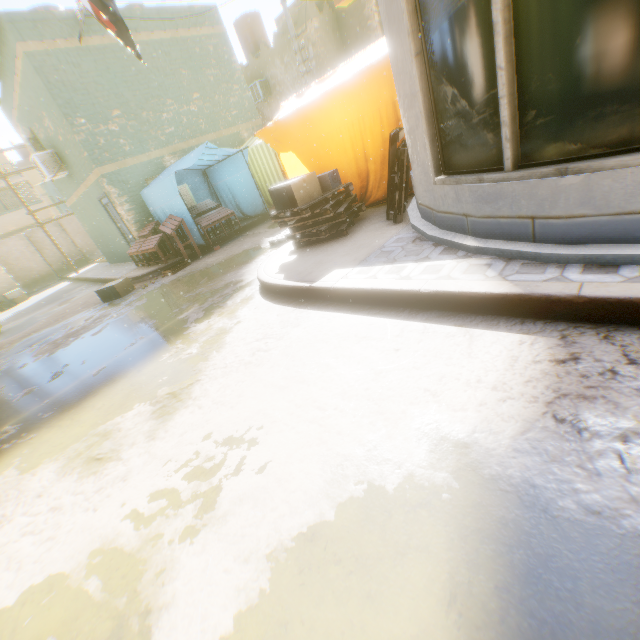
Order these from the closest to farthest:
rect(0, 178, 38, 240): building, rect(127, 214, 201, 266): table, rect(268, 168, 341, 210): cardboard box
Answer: rect(268, 168, 341, 210): cardboard box
rect(127, 214, 201, 266): table
rect(0, 178, 38, 240): building

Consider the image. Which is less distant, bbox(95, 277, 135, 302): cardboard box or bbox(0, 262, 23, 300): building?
bbox(95, 277, 135, 302): cardboard box

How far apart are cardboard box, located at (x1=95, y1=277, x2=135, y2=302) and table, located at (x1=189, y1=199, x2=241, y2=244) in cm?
233

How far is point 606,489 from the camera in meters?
1.3

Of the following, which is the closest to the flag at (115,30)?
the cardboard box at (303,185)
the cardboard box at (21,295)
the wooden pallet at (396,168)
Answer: the wooden pallet at (396,168)

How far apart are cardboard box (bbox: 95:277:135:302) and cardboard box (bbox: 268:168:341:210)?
3.9 meters

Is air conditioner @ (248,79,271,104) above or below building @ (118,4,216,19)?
below

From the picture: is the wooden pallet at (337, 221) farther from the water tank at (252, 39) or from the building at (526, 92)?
the water tank at (252, 39)
